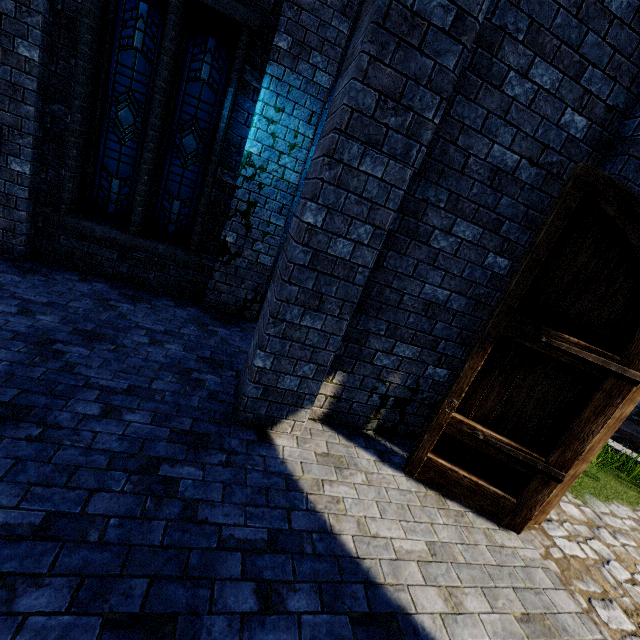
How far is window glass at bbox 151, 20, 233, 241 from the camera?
5.1m

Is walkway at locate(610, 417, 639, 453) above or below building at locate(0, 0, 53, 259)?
below

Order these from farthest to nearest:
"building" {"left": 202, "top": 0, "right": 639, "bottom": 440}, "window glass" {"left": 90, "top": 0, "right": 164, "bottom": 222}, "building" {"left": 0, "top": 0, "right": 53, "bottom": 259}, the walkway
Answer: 1. the walkway
2. "window glass" {"left": 90, "top": 0, "right": 164, "bottom": 222}
3. "building" {"left": 0, "top": 0, "right": 53, "bottom": 259}
4. "building" {"left": 202, "top": 0, "right": 639, "bottom": 440}

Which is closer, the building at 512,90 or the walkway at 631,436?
the building at 512,90

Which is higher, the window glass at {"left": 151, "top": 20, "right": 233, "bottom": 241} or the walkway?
the window glass at {"left": 151, "top": 20, "right": 233, "bottom": 241}

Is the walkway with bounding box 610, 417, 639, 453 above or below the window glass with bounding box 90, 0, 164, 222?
below

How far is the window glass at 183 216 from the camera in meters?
5.1

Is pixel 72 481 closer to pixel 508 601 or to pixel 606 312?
pixel 508 601
